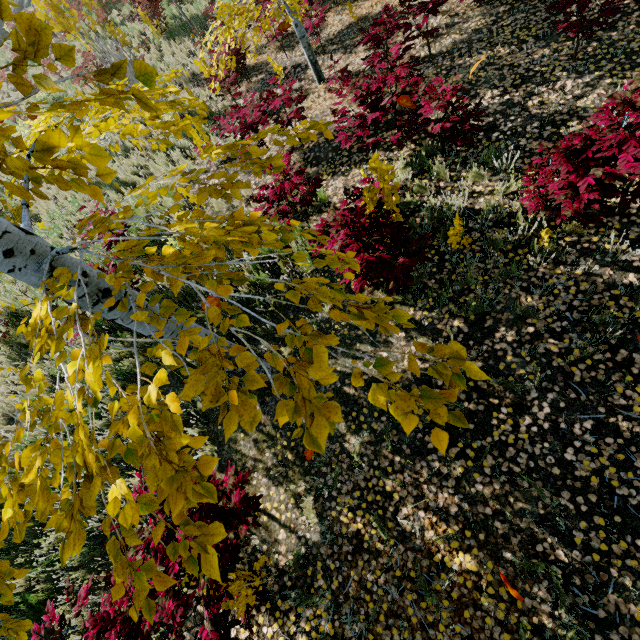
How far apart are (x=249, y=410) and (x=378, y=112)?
5.1m

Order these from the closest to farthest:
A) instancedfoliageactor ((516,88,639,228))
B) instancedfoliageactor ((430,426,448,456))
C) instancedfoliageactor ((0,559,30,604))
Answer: instancedfoliageactor ((430,426,448,456)), instancedfoliageactor ((0,559,30,604)), instancedfoliageactor ((516,88,639,228))

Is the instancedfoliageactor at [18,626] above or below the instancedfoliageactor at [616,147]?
above

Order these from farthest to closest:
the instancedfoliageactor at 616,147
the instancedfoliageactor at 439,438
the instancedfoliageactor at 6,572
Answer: the instancedfoliageactor at 616,147, the instancedfoliageactor at 6,572, the instancedfoliageactor at 439,438

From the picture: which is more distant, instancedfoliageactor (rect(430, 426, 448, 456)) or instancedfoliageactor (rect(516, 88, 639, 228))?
instancedfoliageactor (rect(516, 88, 639, 228))
